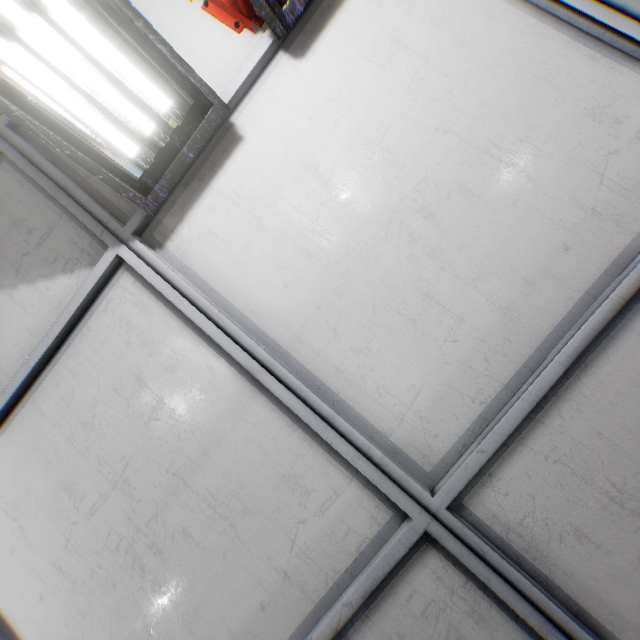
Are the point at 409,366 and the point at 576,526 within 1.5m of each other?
yes
